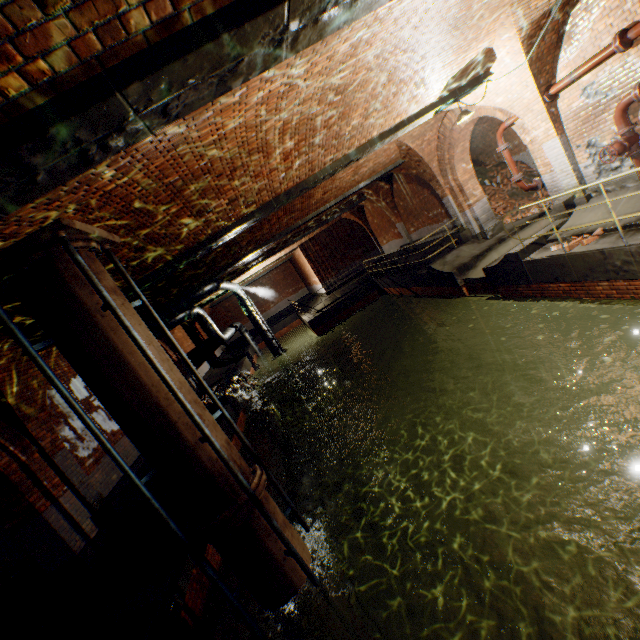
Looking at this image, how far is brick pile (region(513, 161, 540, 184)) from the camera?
14.77m

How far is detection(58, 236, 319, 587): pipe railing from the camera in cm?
386

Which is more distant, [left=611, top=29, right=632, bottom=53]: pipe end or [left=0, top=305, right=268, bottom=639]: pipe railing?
[left=611, top=29, right=632, bottom=53]: pipe end

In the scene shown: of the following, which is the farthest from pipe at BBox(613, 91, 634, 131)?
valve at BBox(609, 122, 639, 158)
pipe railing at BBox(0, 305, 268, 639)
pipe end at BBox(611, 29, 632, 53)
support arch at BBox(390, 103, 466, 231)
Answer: pipe railing at BBox(0, 305, 268, 639)

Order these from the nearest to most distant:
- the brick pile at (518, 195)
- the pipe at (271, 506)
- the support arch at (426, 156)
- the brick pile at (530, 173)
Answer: the pipe at (271, 506), the support arch at (426, 156), the brick pile at (518, 195), the brick pile at (530, 173)

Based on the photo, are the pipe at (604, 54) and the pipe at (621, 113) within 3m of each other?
yes

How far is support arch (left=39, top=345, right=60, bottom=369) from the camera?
7.2 meters

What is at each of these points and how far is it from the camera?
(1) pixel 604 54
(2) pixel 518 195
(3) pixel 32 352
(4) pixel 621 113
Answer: (1) pipe, 6.3m
(2) brick pile, 14.6m
(3) pipe railing, 3.8m
(4) pipe, 6.6m
